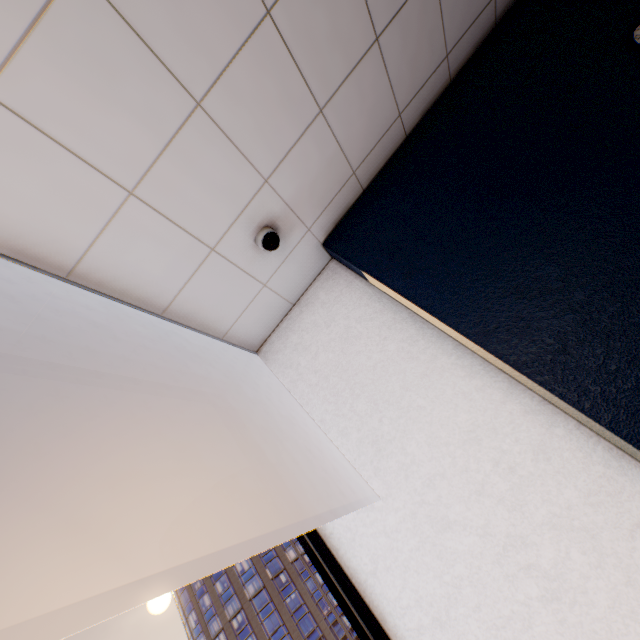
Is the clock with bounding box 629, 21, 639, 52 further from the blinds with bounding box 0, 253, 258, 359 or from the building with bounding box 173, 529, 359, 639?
the building with bounding box 173, 529, 359, 639

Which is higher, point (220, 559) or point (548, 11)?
point (220, 559)

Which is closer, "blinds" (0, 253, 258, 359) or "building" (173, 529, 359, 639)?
"blinds" (0, 253, 258, 359)

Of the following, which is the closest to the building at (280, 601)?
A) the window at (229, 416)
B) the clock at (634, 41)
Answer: the window at (229, 416)

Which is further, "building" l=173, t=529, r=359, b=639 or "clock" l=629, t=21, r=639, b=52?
"building" l=173, t=529, r=359, b=639

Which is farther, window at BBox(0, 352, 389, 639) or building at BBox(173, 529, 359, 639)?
building at BBox(173, 529, 359, 639)

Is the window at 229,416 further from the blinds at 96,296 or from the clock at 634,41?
the clock at 634,41
